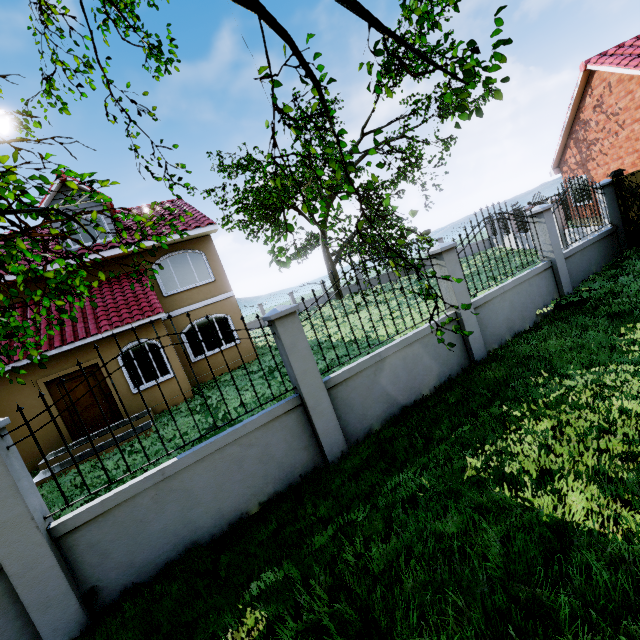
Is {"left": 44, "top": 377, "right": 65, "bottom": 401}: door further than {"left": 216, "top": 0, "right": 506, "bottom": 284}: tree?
Yes

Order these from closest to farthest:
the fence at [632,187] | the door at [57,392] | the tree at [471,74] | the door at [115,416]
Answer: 1. the tree at [471,74]
2. the fence at [632,187]
3. the door at [57,392]
4. the door at [115,416]

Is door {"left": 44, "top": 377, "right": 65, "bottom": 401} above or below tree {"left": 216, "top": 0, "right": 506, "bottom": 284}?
below

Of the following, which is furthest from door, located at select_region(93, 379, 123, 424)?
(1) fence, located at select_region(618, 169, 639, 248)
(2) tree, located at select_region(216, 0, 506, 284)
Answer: (1) fence, located at select_region(618, 169, 639, 248)

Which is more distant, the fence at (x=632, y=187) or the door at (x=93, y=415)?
the door at (x=93, y=415)

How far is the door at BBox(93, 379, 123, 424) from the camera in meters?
10.6

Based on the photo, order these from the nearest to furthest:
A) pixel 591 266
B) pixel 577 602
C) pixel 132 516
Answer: pixel 577 602 → pixel 132 516 → pixel 591 266
